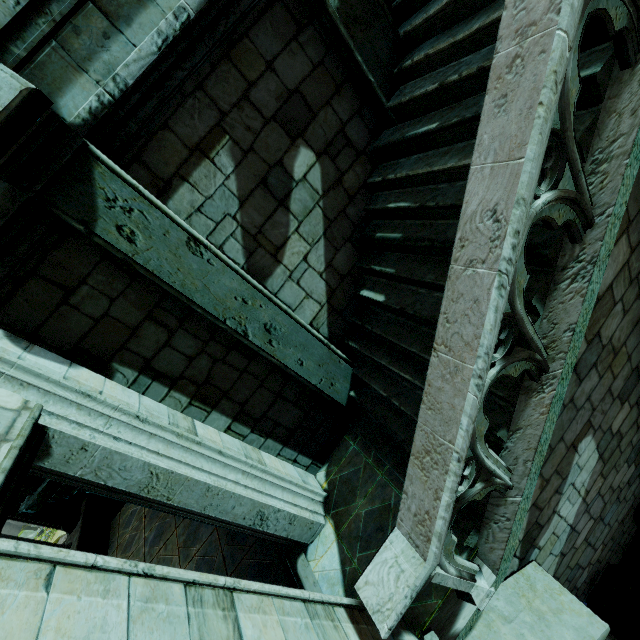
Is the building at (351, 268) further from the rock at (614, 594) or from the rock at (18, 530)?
the rock at (18, 530)

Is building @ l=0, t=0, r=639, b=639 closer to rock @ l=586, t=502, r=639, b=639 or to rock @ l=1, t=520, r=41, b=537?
rock @ l=586, t=502, r=639, b=639

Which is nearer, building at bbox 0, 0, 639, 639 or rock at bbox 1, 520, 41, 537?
building at bbox 0, 0, 639, 639

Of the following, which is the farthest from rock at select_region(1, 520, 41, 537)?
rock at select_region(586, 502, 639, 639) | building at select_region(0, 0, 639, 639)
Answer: rock at select_region(586, 502, 639, 639)

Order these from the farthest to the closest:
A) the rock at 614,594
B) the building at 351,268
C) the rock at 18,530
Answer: the rock at 18,530, the rock at 614,594, the building at 351,268

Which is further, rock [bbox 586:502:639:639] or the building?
rock [bbox 586:502:639:639]

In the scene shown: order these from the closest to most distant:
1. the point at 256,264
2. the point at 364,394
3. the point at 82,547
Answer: the point at 256,264 → the point at 364,394 → the point at 82,547
